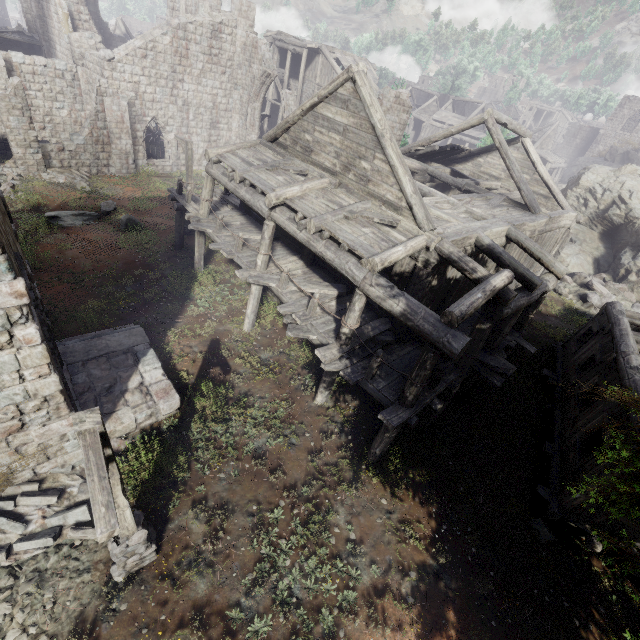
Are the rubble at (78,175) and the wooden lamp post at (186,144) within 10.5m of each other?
yes

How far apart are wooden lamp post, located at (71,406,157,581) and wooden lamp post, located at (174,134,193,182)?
14.3m

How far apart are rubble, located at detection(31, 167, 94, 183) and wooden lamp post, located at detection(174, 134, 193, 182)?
8.8 meters

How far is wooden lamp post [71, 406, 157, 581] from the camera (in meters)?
3.35

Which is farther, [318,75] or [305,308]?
[318,75]

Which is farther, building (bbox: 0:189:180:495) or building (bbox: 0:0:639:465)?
building (bbox: 0:0:639:465)

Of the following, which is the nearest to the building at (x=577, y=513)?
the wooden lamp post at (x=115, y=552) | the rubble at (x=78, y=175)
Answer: the rubble at (x=78, y=175)

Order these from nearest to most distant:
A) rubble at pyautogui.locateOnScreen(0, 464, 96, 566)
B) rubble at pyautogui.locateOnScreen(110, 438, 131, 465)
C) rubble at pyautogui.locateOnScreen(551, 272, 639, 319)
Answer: rubble at pyautogui.locateOnScreen(0, 464, 96, 566), rubble at pyautogui.locateOnScreen(110, 438, 131, 465), rubble at pyautogui.locateOnScreen(551, 272, 639, 319)
